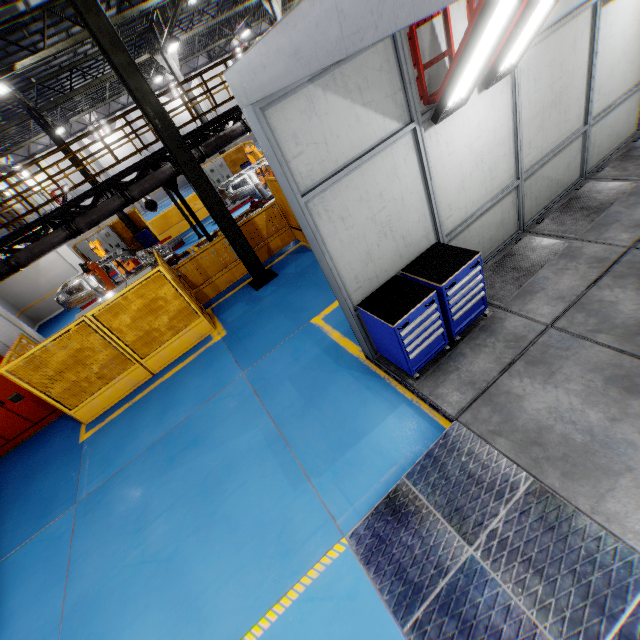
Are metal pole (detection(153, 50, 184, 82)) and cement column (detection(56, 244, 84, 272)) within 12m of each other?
yes

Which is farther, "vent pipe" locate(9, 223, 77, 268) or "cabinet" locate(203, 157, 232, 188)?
"cabinet" locate(203, 157, 232, 188)

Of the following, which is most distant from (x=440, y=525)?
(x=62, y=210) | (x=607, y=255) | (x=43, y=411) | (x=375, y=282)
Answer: (x=62, y=210)

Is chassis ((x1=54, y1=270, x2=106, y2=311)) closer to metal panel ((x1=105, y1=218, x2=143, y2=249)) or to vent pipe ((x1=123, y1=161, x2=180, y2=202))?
vent pipe ((x1=123, y1=161, x2=180, y2=202))

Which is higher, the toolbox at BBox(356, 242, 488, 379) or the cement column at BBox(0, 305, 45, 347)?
the cement column at BBox(0, 305, 45, 347)

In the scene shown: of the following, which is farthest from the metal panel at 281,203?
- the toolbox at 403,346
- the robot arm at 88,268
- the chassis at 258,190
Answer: the toolbox at 403,346

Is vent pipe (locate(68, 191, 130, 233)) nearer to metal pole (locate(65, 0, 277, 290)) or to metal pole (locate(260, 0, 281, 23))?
metal pole (locate(65, 0, 277, 290))

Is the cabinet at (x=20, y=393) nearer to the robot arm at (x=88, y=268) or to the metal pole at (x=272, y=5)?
the robot arm at (x=88, y=268)
